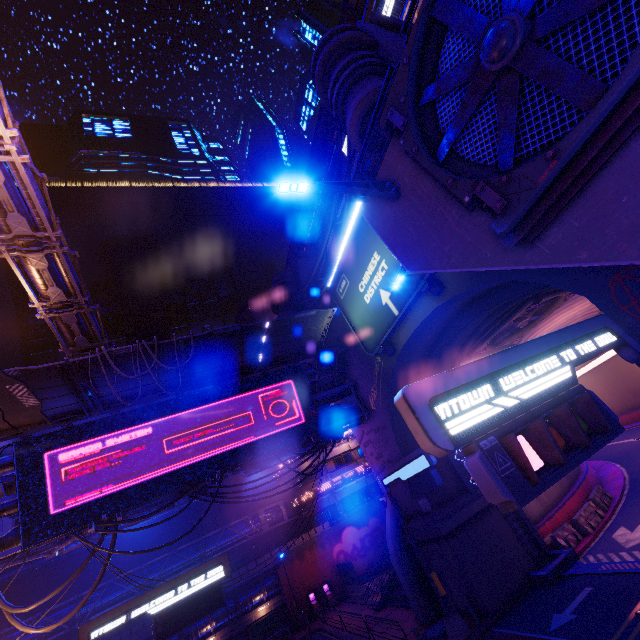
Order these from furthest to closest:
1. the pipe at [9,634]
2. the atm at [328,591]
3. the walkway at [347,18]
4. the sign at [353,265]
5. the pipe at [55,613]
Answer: the walkway at [347,18] → the atm at [328,591] → the pipe at [55,613] → the pipe at [9,634] → the sign at [353,265]

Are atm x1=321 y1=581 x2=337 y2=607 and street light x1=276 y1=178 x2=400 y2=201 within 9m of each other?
no

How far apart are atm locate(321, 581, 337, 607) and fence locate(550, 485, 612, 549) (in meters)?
24.12

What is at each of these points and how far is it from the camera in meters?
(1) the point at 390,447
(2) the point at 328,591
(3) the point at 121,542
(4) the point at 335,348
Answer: (1) wall arch, 20.0
(2) atm, 32.2
(3) building, 40.7
(4) walkway, 22.0

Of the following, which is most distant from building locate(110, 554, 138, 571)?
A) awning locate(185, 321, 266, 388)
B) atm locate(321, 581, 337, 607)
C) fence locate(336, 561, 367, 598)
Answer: awning locate(185, 321, 266, 388)

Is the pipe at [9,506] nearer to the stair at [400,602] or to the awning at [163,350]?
the awning at [163,350]

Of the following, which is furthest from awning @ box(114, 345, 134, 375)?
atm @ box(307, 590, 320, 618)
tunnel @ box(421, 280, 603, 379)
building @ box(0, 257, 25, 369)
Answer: building @ box(0, 257, 25, 369)

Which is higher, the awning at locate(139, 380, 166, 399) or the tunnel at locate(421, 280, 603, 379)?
the awning at locate(139, 380, 166, 399)
